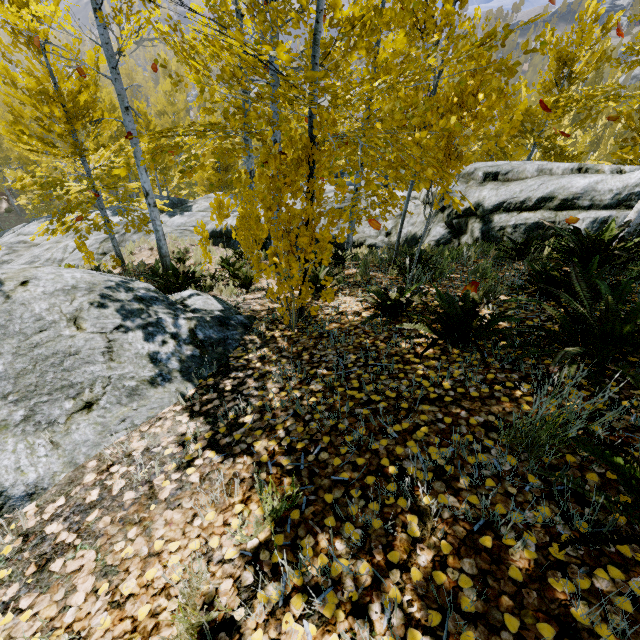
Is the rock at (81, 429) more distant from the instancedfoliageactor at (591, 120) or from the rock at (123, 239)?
the rock at (123, 239)

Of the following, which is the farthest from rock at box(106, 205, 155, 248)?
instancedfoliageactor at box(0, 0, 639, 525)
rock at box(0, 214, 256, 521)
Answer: rock at box(0, 214, 256, 521)

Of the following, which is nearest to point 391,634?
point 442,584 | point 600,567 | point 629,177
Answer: point 442,584

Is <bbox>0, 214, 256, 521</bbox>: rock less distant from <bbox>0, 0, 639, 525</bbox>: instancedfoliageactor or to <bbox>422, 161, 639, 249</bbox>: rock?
<bbox>0, 0, 639, 525</bbox>: instancedfoliageactor

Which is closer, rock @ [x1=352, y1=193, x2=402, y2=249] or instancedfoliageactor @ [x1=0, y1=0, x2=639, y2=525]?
instancedfoliageactor @ [x1=0, y1=0, x2=639, y2=525]

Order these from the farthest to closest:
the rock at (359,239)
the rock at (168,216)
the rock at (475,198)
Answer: the rock at (168,216) < the rock at (359,239) < the rock at (475,198)
